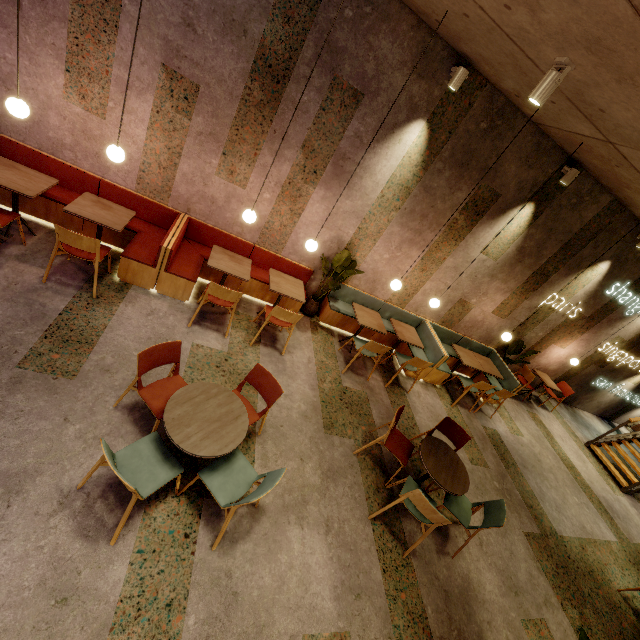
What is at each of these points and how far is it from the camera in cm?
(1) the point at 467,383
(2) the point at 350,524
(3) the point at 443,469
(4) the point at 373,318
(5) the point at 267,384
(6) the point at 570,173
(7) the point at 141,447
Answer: (1) chair, 682
(2) building, 369
(3) table, 400
(4) table, 607
(5) chair, 357
(6) lamp, 532
(7) chair, 273

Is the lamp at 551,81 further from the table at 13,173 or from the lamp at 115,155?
the table at 13,173

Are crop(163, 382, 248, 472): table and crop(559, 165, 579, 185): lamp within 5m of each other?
no

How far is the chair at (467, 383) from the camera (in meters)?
6.52

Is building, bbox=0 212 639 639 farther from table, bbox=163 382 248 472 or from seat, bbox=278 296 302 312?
table, bbox=163 382 248 472

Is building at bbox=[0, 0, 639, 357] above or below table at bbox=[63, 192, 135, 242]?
above

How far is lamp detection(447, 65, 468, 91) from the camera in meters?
4.2 m

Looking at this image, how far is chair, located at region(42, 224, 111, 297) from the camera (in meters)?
3.65
